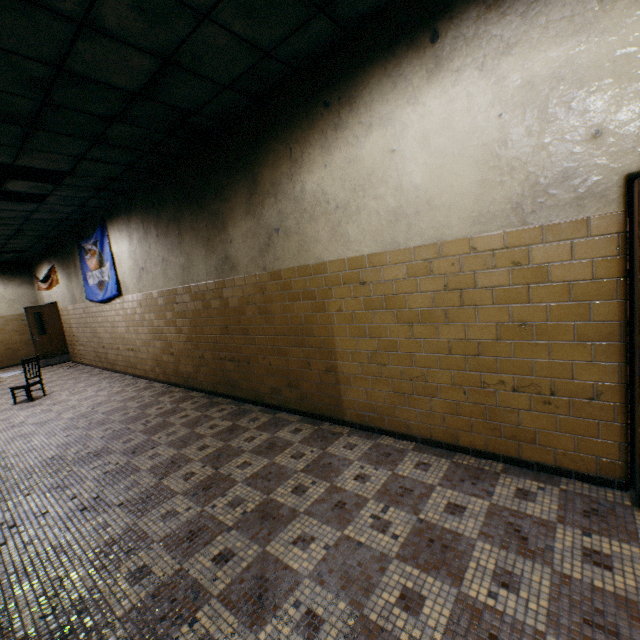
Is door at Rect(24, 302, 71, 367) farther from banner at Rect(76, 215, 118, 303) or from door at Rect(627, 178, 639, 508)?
door at Rect(627, 178, 639, 508)

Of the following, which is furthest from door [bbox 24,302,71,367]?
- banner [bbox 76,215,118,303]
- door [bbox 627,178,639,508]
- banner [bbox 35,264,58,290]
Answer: door [bbox 627,178,639,508]

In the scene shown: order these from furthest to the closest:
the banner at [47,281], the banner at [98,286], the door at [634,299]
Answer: the banner at [47,281] → the banner at [98,286] → the door at [634,299]

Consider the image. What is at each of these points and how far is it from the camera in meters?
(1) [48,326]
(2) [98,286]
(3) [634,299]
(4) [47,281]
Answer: (1) door, 11.0
(2) banner, 8.3
(3) door, 2.1
(4) banner, 11.5

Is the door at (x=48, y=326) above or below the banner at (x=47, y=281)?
below

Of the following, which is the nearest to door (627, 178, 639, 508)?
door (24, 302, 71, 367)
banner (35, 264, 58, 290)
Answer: banner (35, 264, 58, 290)

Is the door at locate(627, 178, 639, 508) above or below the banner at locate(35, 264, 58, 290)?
below

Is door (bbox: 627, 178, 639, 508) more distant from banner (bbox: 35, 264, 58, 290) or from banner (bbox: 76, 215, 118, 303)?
banner (bbox: 35, 264, 58, 290)
